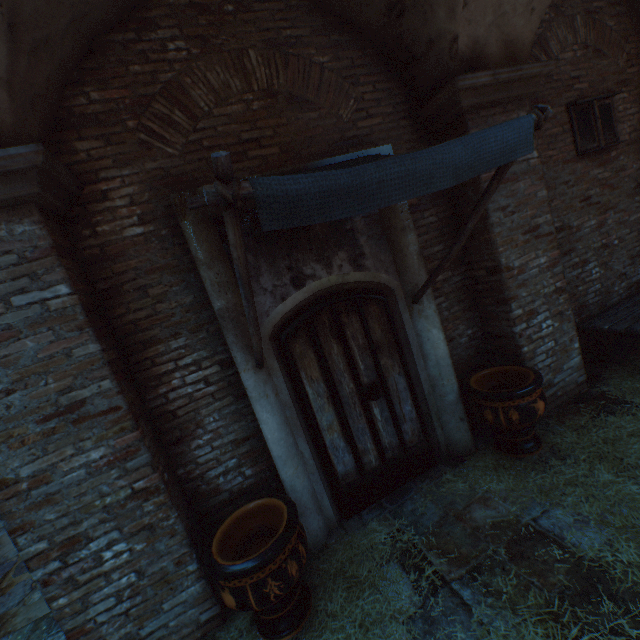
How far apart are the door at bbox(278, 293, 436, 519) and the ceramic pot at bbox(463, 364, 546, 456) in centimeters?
55cm

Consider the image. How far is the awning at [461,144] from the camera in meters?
1.4

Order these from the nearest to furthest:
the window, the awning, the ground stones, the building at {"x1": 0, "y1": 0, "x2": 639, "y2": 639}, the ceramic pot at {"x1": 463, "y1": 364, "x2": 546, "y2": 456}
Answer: the awning
the building at {"x1": 0, "y1": 0, "x2": 639, "y2": 639}
the ceramic pot at {"x1": 463, "y1": 364, "x2": 546, "y2": 456}
the ground stones
the window

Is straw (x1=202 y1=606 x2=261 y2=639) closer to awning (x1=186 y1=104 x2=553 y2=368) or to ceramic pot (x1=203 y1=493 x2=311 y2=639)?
ceramic pot (x1=203 y1=493 x2=311 y2=639)

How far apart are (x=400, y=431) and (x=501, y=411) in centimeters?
108cm

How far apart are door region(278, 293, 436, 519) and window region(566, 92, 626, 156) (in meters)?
3.94

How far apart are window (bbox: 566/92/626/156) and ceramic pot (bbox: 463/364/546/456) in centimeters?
341cm

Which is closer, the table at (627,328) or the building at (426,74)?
the building at (426,74)
